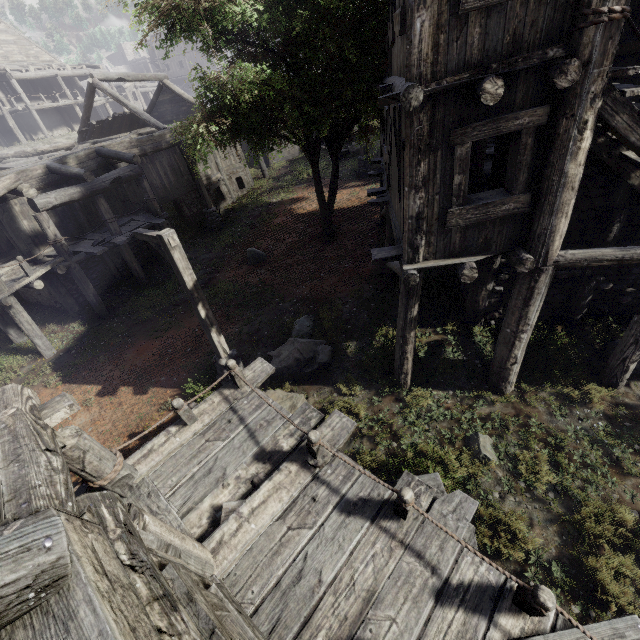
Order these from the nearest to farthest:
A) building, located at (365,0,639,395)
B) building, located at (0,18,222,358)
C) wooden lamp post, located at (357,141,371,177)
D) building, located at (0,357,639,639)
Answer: building, located at (0,357,639,639) < building, located at (365,0,639,395) < building, located at (0,18,222,358) < wooden lamp post, located at (357,141,371,177)

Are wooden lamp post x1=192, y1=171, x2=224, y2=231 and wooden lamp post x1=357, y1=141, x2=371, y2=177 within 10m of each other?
yes

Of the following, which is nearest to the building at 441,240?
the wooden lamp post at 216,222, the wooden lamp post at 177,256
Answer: the wooden lamp post at 216,222

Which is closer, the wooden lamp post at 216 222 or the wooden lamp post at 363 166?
the wooden lamp post at 216 222

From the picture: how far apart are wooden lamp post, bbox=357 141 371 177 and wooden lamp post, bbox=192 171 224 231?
8.32m

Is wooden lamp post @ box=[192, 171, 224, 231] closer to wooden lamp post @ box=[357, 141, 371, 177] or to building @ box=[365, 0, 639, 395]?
building @ box=[365, 0, 639, 395]

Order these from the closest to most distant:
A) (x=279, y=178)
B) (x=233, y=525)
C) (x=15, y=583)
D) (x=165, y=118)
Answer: (x=15, y=583), (x=233, y=525), (x=165, y=118), (x=279, y=178)
